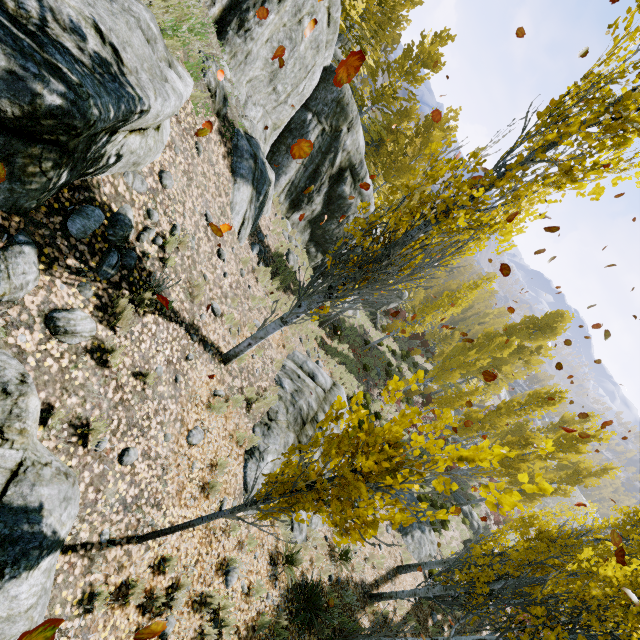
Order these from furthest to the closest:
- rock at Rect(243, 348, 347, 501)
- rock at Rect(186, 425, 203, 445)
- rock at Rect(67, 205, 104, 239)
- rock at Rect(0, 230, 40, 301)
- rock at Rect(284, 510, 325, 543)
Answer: rock at Rect(284, 510, 325, 543)
rock at Rect(243, 348, 347, 501)
rock at Rect(186, 425, 203, 445)
rock at Rect(67, 205, 104, 239)
rock at Rect(0, 230, 40, 301)

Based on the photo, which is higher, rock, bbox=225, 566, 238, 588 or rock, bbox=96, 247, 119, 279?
rock, bbox=96, 247, 119, 279

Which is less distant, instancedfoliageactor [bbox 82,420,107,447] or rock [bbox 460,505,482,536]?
instancedfoliageactor [bbox 82,420,107,447]

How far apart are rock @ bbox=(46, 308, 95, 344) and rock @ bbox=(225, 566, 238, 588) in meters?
4.7 m

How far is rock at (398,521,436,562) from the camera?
14.4 meters

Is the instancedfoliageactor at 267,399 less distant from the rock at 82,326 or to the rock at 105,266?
the rock at 105,266

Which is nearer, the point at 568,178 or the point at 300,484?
the point at 300,484

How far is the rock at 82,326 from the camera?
3.5 meters
